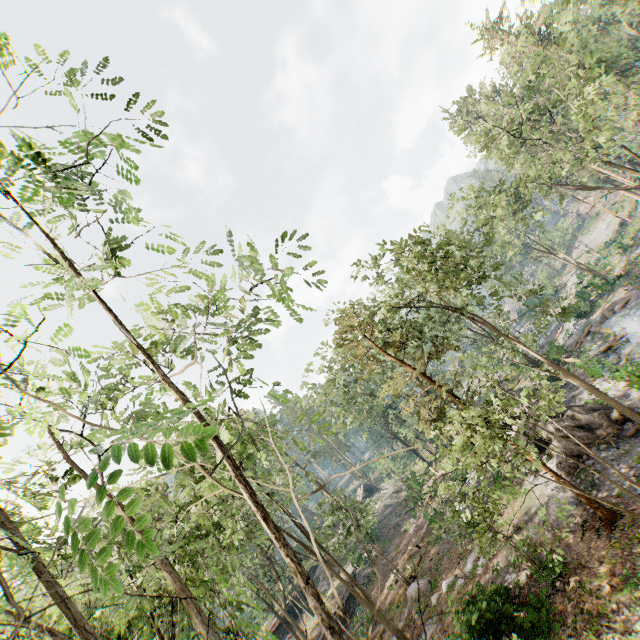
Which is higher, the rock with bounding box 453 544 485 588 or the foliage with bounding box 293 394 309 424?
the foliage with bounding box 293 394 309 424

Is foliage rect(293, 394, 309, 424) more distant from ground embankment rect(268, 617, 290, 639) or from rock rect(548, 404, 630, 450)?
ground embankment rect(268, 617, 290, 639)

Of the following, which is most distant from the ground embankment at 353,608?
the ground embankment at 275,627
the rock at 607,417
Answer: the rock at 607,417

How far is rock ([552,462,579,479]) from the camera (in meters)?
17.68

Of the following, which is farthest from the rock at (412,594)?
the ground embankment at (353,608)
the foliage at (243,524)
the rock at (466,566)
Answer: the ground embankment at (353,608)

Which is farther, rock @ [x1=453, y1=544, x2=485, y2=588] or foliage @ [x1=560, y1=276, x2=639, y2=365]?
foliage @ [x1=560, y1=276, x2=639, y2=365]

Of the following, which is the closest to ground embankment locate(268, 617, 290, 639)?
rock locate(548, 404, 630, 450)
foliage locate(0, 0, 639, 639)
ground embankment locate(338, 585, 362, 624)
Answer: foliage locate(0, 0, 639, 639)

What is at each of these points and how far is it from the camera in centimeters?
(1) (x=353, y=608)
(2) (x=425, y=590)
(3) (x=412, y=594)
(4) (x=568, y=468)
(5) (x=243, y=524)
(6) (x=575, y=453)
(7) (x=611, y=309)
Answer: (1) ground embankment, 3150cm
(2) rock, 2175cm
(3) rock, 2222cm
(4) rock, 1789cm
(5) foliage, 1767cm
(6) rock, 1808cm
(7) foliage, 3105cm
